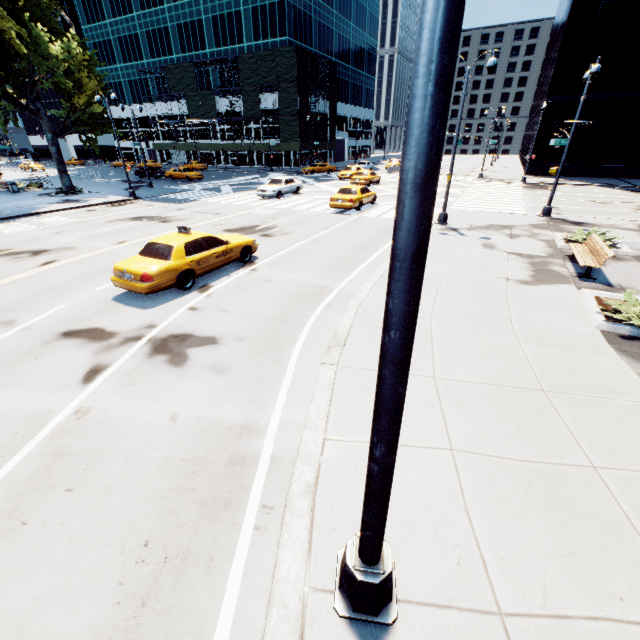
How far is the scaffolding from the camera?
46.4 meters

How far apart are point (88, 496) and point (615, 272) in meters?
15.3

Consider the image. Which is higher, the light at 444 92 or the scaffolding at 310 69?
the scaffolding at 310 69

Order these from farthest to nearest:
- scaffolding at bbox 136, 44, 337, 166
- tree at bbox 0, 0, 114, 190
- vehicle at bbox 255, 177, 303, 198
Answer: scaffolding at bbox 136, 44, 337, 166 < vehicle at bbox 255, 177, 303, 198 < tree at bbox 0, 0, 114, 190

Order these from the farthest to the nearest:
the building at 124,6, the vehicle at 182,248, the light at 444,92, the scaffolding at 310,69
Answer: the building at 124,6 → the scaffolding at 310,69 → the vehicle at 182,248 → the light at 444,92

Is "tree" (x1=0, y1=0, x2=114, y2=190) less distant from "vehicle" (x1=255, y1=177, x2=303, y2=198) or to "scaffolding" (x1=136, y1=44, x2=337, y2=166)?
"vehicle" (x1=255, y1=177, x2=303, y2=198)

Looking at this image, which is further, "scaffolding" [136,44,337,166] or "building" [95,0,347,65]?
"building" [95,0,347,65]

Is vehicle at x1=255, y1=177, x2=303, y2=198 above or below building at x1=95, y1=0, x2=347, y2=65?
below
